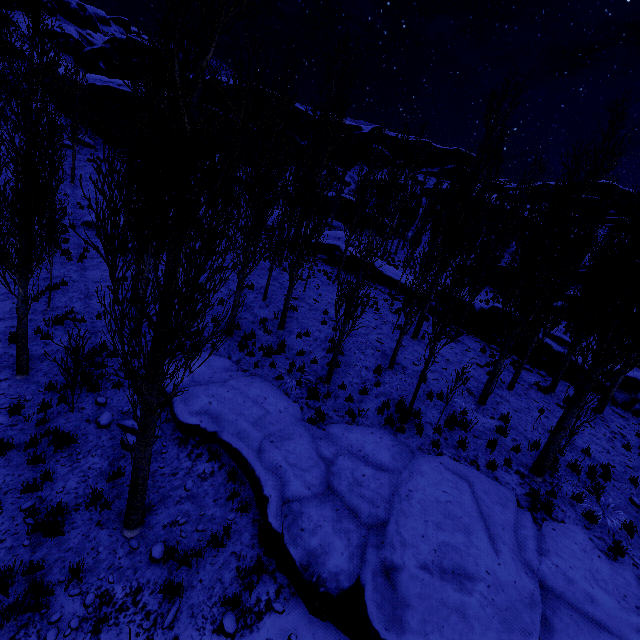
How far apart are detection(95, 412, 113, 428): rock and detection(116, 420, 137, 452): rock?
0.1 meters

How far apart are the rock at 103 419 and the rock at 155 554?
3.5m

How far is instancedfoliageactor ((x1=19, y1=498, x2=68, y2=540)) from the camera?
6.1 meters

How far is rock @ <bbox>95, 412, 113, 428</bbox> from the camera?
8.4 meters

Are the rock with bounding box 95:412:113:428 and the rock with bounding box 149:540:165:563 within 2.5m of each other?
no

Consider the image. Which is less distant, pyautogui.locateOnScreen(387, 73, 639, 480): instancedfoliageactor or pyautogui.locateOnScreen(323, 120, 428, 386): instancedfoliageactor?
pyautogui.locateOnScreen(387, 73, 639, 480): instancedfoliageactor

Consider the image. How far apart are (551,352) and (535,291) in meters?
8.3

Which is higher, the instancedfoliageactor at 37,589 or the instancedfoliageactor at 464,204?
the instancedfoliageactor at 464,204
